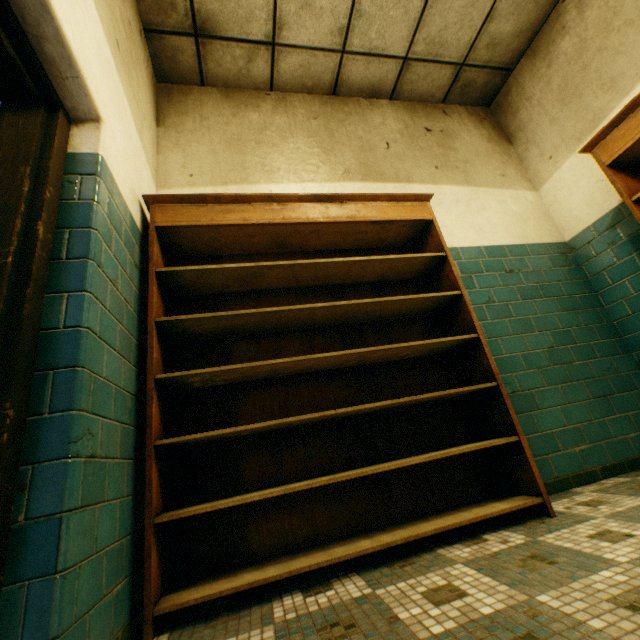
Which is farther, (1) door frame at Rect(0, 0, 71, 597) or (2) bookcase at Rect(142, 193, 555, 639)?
(2) bookcase at Rect(142, 193, 555, 639)

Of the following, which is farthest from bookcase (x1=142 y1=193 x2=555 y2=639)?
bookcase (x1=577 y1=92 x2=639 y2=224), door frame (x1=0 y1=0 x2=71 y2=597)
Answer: bookcase (x1=577 y1=92 x2=639 y2=224)

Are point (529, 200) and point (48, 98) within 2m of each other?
no

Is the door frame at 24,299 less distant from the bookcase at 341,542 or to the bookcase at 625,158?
the bookcase at 341,542

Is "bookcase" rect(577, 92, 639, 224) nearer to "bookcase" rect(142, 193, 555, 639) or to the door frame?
"bookcase" rect(142, 193, 555, 639)
